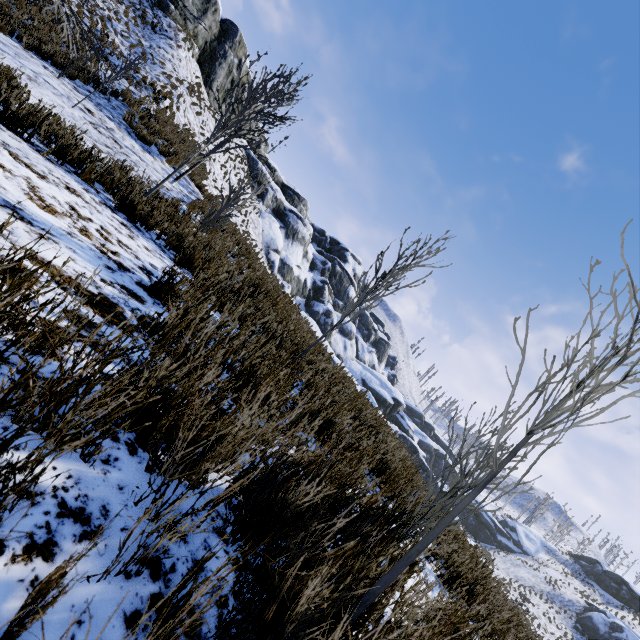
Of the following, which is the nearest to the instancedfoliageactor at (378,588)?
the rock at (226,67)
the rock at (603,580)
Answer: the rock at (226,67)

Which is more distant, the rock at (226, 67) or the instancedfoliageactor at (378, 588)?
the rock at (226, 67)

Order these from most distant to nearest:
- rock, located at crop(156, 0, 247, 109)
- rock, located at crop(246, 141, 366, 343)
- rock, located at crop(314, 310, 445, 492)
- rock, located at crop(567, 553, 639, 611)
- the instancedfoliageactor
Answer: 1. rock, located at crop(567, 553, 639, 611)
2. rock, located at crop(246, 141, 366, 343)
3. rock, located at crop(156, 0, 247, 109)
4. rock, located at crop(314, 310, 445, 492)
5. the instancedfoliageactor

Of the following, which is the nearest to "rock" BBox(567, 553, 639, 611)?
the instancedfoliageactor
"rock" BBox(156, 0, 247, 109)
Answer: "rock" BBox(156, 0, 247, 109)

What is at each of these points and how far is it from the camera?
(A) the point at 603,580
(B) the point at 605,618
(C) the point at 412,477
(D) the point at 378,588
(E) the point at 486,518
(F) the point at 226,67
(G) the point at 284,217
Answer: (A) rock, 46.8m
(B) rock, 33.8m
(C) rock, 7.7m
(D) instancedfoliageactor, 1.2m
(E) rock, 46.9m
(F) rock, 27.9m
(G) rock, 36.7m

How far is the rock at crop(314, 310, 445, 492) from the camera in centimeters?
583cm

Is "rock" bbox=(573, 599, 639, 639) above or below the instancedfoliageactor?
above
